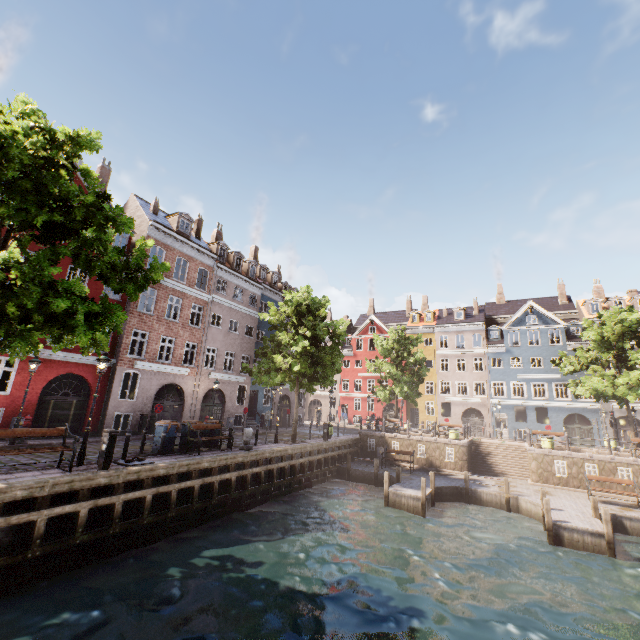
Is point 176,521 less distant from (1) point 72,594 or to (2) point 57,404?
(1) point 72,594

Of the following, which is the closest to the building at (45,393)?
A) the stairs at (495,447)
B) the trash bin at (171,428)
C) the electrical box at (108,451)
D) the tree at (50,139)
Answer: the tree at (50,139)

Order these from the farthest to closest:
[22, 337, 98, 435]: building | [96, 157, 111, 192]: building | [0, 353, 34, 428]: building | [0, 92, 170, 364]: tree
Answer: [96, 157, 111, 192]: building, [22, 337, 98, 435]: building, [0, 353, 34, 428]: building, [0, 92, 170, 364]: tree

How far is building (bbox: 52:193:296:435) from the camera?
20.02m

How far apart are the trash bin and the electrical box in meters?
3.7 m

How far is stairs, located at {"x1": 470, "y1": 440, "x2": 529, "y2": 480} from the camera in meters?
22.4

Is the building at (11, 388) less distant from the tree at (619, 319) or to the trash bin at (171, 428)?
the tree at (619, 319)

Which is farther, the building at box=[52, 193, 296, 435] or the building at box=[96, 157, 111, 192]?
the building at box=[96, 157, 111, 192]
